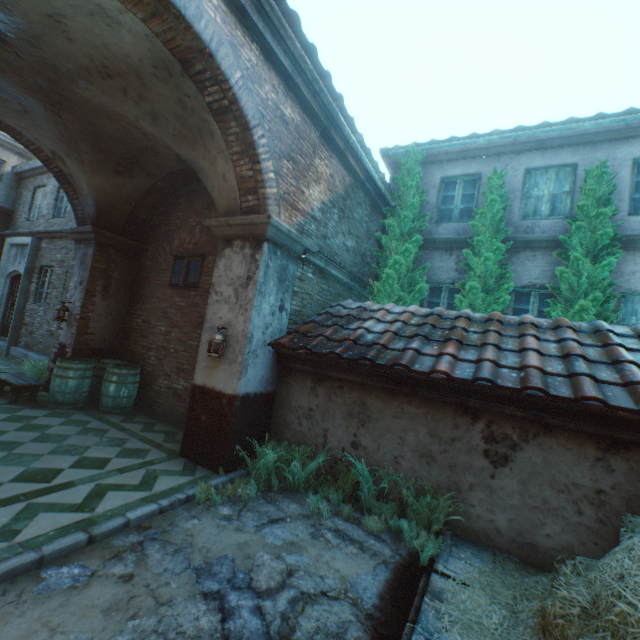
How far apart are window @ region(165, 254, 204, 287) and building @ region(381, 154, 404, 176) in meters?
5.8

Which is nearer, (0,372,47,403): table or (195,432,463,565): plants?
(195,432,463,565): plants

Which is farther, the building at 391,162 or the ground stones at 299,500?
the building at 391,162

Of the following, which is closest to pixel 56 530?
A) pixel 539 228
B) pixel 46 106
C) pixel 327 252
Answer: pixel 327 252

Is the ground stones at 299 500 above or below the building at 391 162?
below

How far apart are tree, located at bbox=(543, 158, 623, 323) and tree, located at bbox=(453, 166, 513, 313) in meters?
0.7

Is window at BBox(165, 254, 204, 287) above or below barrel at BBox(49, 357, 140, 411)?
above

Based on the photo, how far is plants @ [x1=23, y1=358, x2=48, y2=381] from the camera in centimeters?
743cm
